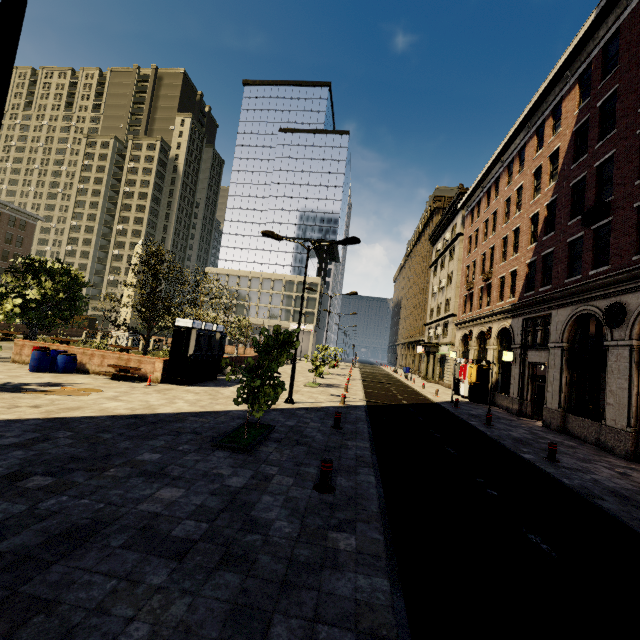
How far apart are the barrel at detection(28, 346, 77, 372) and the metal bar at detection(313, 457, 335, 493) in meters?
14.9 m

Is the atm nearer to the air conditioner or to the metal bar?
the metal bar

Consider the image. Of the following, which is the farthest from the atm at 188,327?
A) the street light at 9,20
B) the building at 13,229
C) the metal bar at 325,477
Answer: the building at 13,229

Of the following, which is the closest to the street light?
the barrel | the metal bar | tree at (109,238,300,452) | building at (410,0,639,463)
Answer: tree at (109,238,300,452)

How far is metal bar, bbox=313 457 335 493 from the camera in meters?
6.1

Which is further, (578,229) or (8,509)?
(578,229)

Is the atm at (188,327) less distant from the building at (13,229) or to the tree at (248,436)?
the tree at (248,436)

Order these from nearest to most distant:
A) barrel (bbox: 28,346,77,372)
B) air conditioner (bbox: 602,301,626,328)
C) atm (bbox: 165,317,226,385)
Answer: air conditioner (bbox: 602,301,626,328) → barrel (bbox: 28,346,77,372) → atm (bbox: 165,317,226,385)
